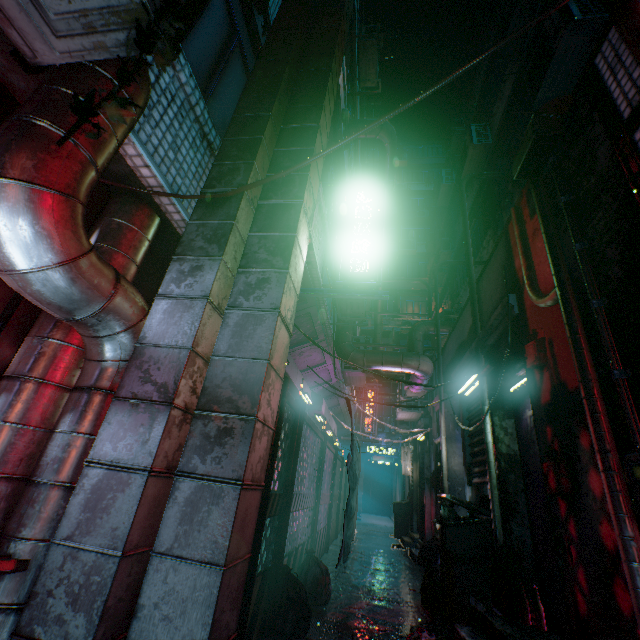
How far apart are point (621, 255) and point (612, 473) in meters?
1.2

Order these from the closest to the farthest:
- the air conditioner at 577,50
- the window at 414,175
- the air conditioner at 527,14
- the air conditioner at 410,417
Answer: the air conditioner at 577,50, the air conditioner at 527,14, the air conditioner at 410,417, the window at 414,175

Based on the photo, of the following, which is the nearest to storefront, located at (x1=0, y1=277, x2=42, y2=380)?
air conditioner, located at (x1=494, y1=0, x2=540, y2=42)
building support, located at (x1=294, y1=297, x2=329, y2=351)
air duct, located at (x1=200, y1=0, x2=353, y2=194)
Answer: air duct, located at (x1=200, y1=0, x2=353, y2=194)

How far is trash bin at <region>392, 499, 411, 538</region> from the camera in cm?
959

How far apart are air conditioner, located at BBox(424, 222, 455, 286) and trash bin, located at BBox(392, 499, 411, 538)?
9.9 meters

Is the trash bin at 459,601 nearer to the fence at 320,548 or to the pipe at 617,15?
the fence at 320,548

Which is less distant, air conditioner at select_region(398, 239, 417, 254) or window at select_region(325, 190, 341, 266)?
window at select_region(325, 190, 341, 266)

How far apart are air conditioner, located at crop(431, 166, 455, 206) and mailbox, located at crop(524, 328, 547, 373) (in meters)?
12.21
